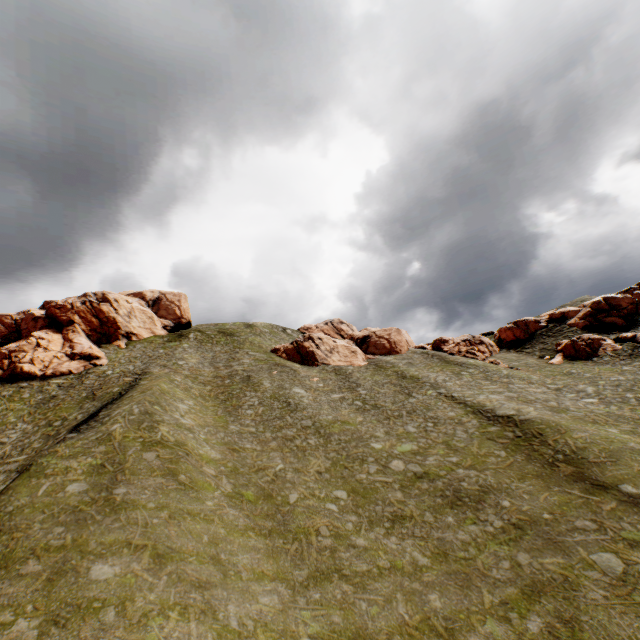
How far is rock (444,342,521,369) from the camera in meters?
49.9 m

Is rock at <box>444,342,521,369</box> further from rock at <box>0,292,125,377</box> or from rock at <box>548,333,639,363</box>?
rock at <box>0,292,125,377</box>

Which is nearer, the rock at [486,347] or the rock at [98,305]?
the rock at [98,305]

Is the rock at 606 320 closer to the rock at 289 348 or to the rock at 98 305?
the rock at 289 348

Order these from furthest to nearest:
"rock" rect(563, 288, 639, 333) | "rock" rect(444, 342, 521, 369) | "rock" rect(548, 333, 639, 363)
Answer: A: "rock" rect(563, 288, 639, 333) → "rock" rect(444, 342, 521, 369) → "rock" rect(548, 333, 639, 363)

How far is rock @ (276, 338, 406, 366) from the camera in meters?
55.3

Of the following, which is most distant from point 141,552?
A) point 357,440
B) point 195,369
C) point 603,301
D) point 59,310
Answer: point 603,301
